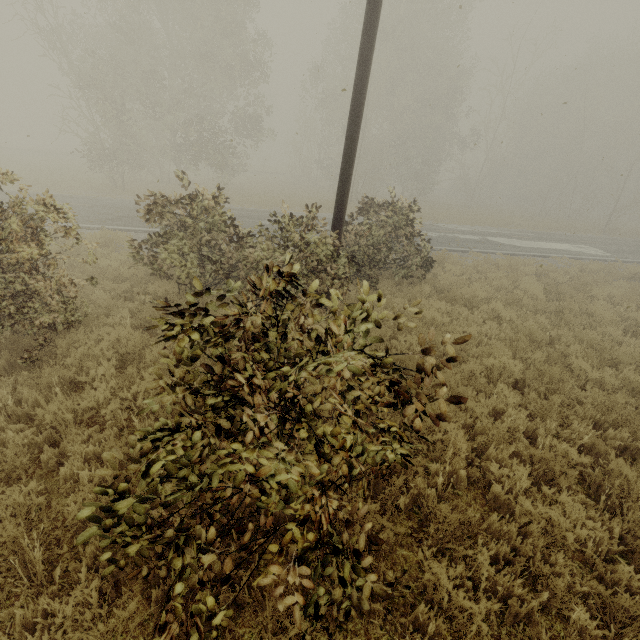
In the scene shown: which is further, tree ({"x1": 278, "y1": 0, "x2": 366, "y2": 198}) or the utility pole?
tree ({"x1": 278, "y1": 0, "x2": 366, "y2": 198})

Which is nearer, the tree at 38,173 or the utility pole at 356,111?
the utility pole at 356,111

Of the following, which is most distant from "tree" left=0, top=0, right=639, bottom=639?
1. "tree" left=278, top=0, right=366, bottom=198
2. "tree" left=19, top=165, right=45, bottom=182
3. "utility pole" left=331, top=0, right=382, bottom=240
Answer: "tree" left=19, top=165, right=45, bottom=182

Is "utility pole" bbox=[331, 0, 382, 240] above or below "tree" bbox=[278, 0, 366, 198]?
below

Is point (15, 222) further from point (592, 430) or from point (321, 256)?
point (592, 430)

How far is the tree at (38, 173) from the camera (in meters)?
21.47

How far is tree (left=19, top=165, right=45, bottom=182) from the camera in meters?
21.5 m

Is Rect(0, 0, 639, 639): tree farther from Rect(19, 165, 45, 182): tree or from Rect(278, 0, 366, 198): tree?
Rect(19, 165, 45, 182): tree
